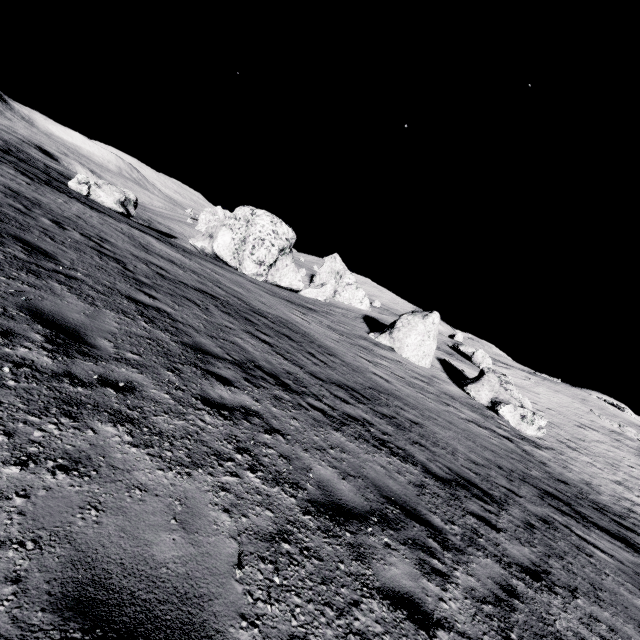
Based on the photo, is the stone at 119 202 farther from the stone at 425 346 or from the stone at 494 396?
the stone at 494 396

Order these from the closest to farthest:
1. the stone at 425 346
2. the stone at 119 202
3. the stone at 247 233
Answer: the stone at 425 346, the stone at 119 202, the stone at 247 233

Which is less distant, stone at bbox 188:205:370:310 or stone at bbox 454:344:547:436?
stone at bbox 454:344:547:436

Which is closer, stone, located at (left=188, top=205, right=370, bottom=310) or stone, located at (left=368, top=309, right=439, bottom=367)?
stone, located at (left=368, top=309, right=439, bottom=367)

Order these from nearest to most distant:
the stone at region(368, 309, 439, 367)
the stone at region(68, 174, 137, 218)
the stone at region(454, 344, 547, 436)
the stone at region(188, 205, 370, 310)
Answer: the stone at region(454, 344, 547, 436)
the stone at region(368, 309, 439, 367)
the stone at region(68, 174, 137, 218)
the stone at region(188, 205, 370, 310)

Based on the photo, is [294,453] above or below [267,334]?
above

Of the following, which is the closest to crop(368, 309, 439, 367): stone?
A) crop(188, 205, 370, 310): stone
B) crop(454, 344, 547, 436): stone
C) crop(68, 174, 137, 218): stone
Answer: crop(454, 344, 547, 436): stone
